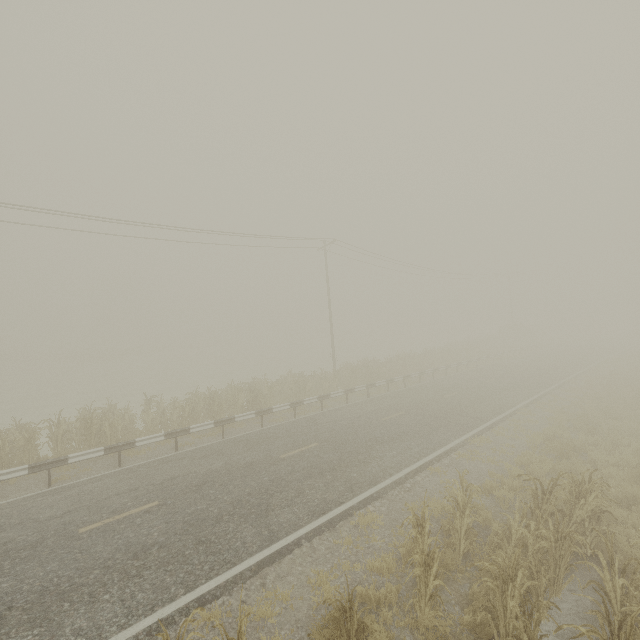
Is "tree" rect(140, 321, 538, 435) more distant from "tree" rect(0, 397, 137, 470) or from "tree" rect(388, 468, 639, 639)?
"tree" rect(388, 468, 639, 639)

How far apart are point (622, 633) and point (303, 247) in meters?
27.0 m

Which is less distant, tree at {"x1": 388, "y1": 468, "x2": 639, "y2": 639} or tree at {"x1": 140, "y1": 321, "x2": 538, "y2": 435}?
tree at {"x1": 388, "y1": 468, "x2": 639, "y2": 639}

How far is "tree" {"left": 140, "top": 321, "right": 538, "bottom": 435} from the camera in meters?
16.2 m

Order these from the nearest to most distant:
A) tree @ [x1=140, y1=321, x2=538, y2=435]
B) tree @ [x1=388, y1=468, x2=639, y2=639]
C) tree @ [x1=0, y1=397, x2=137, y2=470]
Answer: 1. tree @ [x1=388, y1=468, x2=639, y2=639]
2. tree @ [x1=0, y1=397, x2=137, y2=470]
3. tree @ [x1=140, y1=321, x2=538, y2=435]

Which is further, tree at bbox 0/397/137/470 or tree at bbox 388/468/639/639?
tree at bbox 0/397/137/470

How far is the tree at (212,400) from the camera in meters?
16.2

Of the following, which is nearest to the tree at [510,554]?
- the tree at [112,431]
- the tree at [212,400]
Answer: the tree at [112,431]
